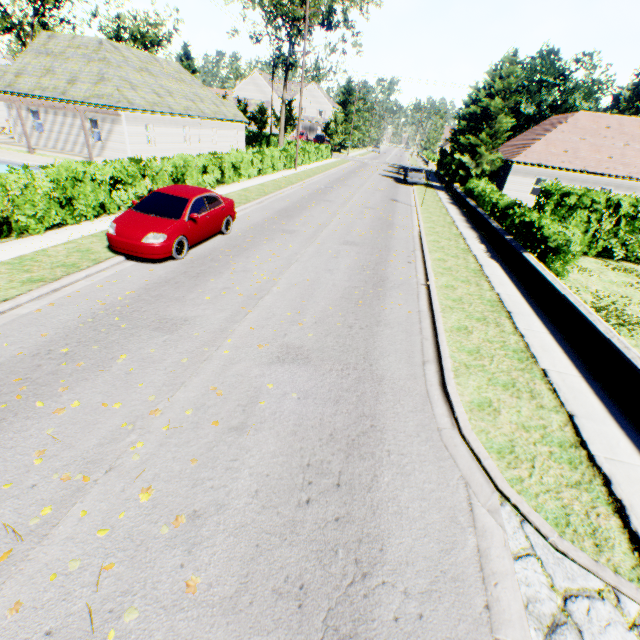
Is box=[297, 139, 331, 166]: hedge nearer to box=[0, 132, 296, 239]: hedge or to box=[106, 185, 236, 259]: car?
box=[0, 132, 296, 239]: hedge

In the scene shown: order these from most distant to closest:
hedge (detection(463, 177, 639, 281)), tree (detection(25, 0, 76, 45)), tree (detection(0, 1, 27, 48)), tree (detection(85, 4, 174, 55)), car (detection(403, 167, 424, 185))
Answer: tree (detection(25, 0, 76, 45)) < tree (detection(0, 1, 27, 48)) < tree (detection(85, 4, 174, 55)) < car (detection(403, 167, 424, 185)) < hedge (detection(463, 177, 639, 281))

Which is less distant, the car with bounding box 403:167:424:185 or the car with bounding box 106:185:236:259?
the car with bounding box 106:185:236:259

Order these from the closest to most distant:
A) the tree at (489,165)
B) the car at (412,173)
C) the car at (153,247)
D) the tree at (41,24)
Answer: the car at (153,247), the tree at (489,165), the car at (412,173), the tree at (41,24)

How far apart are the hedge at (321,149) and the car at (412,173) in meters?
10.8

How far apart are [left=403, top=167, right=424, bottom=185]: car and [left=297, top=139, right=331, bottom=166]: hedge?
10.8 meters

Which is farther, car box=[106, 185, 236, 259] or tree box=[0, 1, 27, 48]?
tree box=[0, 1, 27, 48]

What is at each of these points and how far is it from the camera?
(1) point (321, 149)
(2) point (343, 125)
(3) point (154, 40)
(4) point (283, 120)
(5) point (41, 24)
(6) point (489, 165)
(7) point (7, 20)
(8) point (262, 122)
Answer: (1) hedge, 42.2m
(2) tree, 48.6m
(3) tree, 46.9m
(4) tree, 44.4m
(5) tree, 50.6m
(6) tree, 28.2m
(7) tree, 42.3m
(8) tree, 59.8m
